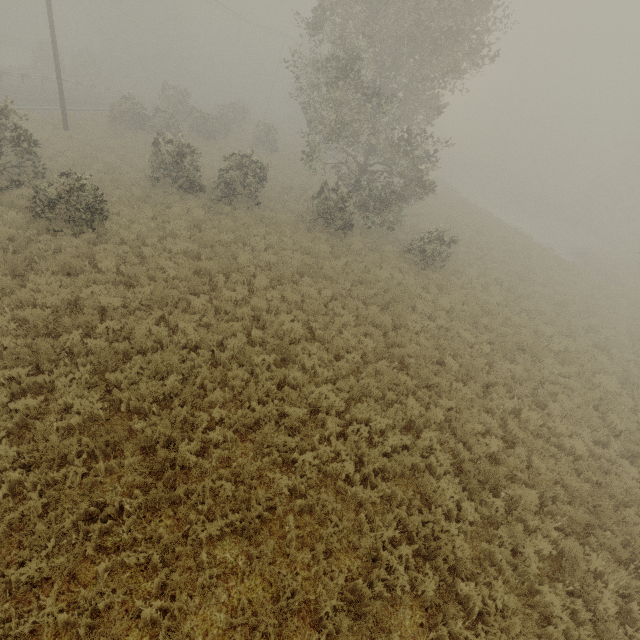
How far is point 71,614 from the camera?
4.4 meters
